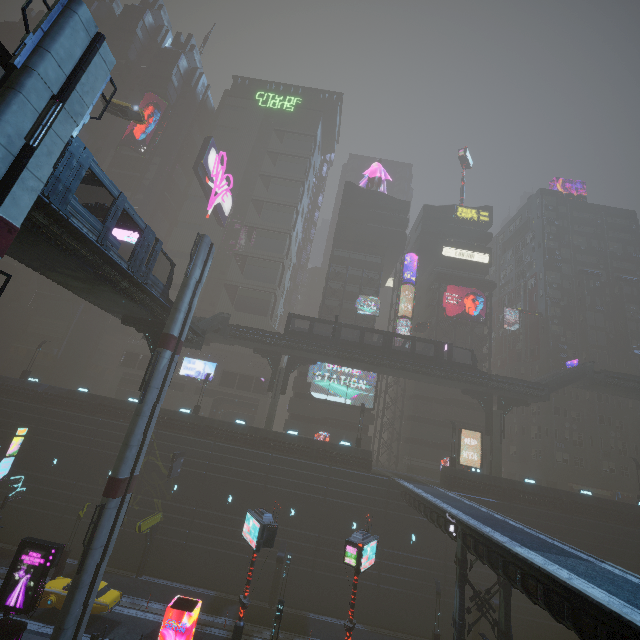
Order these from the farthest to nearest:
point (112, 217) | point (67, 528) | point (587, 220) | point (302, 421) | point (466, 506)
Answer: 1. point (587, 220)
2. point (302, 421)
3. point (67, 528)
4. point (466, 506)
5. point (112, 217)

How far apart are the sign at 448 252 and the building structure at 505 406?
22.7m

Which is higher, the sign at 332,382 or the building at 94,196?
the building at 94,196

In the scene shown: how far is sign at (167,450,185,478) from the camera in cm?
2923

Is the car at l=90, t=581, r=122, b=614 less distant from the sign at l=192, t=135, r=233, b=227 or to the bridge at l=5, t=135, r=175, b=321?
the bridge at l=5, t=135, r=175, b=321

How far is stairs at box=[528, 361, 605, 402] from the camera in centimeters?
3581cm

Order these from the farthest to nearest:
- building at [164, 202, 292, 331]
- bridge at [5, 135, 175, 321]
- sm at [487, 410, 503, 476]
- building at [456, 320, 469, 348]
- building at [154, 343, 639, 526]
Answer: building at [164, 202, 292, 331] < building at [456, 320, 469, 348] < sm at [487, 410, 503, 476] < building at [154, 343, 639, 526] < bridge at [5, 135, 175, 321]

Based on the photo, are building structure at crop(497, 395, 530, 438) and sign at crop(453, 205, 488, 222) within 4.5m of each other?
no
